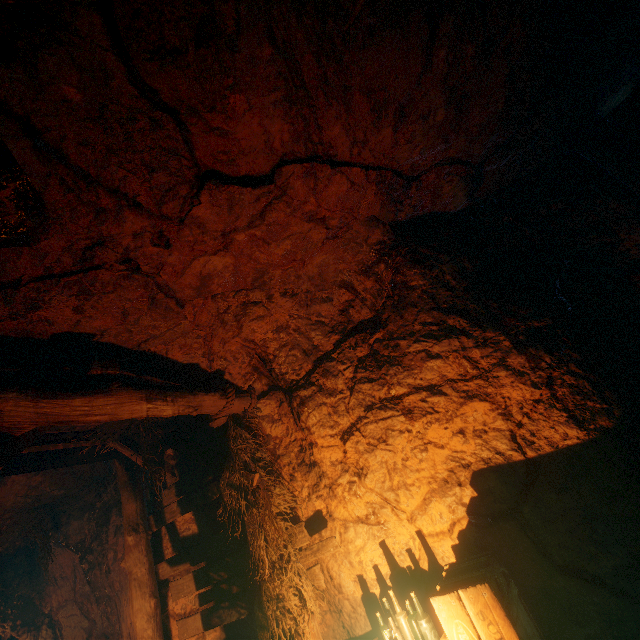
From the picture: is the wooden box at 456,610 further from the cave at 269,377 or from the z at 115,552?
the z at 115,552

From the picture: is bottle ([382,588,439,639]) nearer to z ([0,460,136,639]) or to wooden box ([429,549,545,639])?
wooden box ([429,549,545,639])

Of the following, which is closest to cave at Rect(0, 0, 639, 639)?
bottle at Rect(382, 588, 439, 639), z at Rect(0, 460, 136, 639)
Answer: z at Rect(0, 460, 136, 639)

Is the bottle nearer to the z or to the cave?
the cave

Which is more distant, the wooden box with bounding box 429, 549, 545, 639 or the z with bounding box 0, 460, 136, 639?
the z with bounding box 0, 460, 136, 639

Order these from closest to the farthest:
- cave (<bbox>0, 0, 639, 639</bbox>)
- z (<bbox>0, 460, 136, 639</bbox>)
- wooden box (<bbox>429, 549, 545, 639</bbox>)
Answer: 1. cave (<bbox>0, 0, 639, 639</bbox>)
2. wooden box (<bbox>429, 549, 545, 639</bbox>)
3. z (<bbox>0, 460, 136, 639</bbox>)

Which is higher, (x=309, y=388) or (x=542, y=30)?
(x=542, y=30)

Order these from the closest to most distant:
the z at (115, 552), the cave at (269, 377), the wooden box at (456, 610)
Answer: the cave at (269, 377) → the wooden box at (456, 610) → the z at (115, 552)
